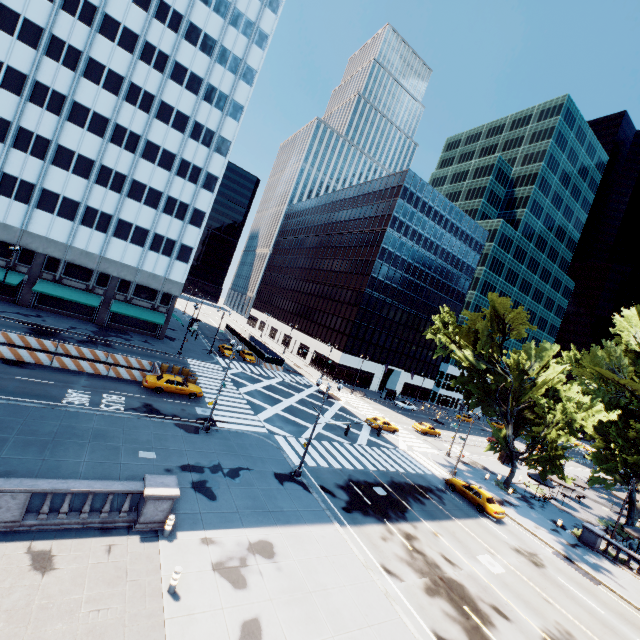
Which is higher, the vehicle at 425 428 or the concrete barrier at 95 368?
the vehicle at 425 428

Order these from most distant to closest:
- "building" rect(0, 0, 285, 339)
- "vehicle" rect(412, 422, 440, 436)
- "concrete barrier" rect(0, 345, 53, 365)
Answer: "vehicle" rect(412, 422, 440, 436) < "building" rect(0, 0, 285, 339) < "concrete barrier" rect(0, 345, 53, 365)

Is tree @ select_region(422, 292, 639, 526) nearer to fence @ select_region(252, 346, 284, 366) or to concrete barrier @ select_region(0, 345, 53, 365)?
fence @ select_region(252, 346, 284, 366)

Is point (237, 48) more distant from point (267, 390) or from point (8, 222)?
point (267, 390)

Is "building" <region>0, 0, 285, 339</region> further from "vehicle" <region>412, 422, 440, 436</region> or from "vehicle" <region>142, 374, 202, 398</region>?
"vehicle" <region>412, 422, 440, 436</region>

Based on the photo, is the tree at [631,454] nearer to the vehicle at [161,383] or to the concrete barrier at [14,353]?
the vehicle at [161,383]

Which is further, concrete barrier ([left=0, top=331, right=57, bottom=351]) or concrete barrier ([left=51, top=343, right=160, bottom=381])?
concrete barrier ([left=0, top=331, right=57, bottom=351])

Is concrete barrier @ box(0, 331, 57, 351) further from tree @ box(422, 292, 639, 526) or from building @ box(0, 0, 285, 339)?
tree @ box(422, 292, 639, 526)
